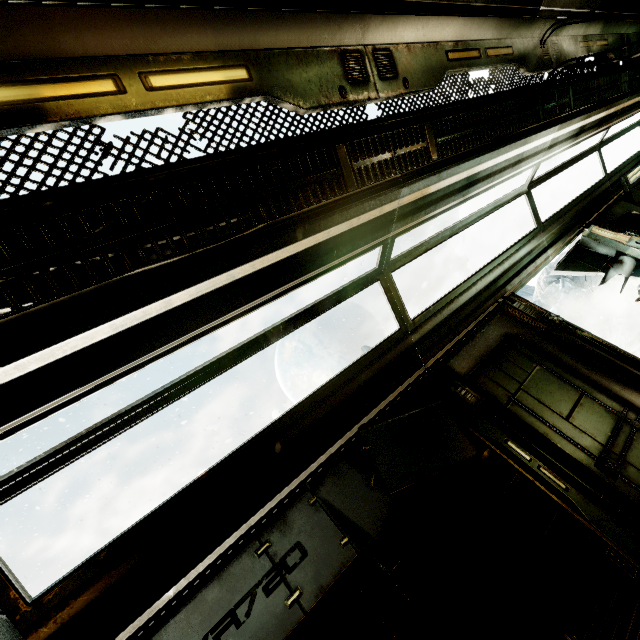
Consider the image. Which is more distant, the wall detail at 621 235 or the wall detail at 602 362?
the wall detail at 621 235

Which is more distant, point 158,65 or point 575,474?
point 575,474

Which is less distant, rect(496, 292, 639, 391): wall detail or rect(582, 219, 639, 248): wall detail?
rect(496, 292, 639, 391): wall detail
